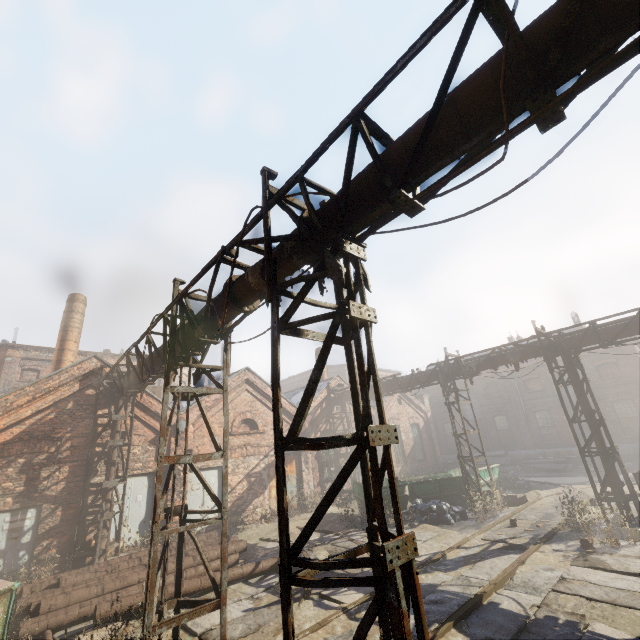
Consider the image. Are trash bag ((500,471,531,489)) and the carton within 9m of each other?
yes

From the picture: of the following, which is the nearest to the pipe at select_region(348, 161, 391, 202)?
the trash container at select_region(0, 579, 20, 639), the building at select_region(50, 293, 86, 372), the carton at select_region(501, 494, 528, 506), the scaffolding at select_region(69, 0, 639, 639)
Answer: the scaffolding at select_region(69, 0, 639, 639)

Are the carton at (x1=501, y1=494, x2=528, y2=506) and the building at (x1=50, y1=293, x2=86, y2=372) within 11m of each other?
no

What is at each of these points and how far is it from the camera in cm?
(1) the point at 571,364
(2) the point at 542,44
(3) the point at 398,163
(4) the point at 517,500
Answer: (1) pipe, 1199
(2) pipe, 256
(3) pipe, 352
(4) carton, 1407

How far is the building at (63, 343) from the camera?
→ 17.6m

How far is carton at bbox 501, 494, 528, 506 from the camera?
14.0m

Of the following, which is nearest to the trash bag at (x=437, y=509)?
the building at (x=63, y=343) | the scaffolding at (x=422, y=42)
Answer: the scaffolding at (x=422, y=42)

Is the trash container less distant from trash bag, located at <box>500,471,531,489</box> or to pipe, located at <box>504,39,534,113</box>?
pipe, located at <box>504,39,534,113</box>
